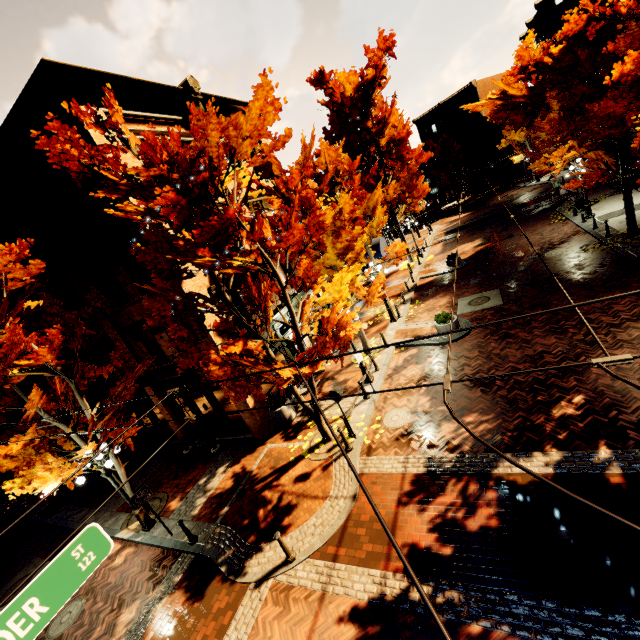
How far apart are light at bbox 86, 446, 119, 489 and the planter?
5.2 meters

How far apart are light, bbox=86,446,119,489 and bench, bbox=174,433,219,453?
3.2m

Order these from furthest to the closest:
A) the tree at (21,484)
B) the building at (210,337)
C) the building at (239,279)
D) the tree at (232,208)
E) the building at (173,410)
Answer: the building at (173,410), the building at (239,279), the building at (210,337), the tree at (21,484), the tree at (232,208)

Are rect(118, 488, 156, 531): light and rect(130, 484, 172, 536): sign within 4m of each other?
yes

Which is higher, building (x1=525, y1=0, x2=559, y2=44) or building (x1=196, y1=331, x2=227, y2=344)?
building (x1=525, y1=0, x2=559, y2=44)

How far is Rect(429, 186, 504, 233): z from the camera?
35.6 meters

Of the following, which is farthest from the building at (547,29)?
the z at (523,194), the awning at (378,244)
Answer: the awning at (378,244)

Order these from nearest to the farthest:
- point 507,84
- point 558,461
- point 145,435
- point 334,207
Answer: point 558,461 < point 334,207 < point 145,435 < point 507,84
